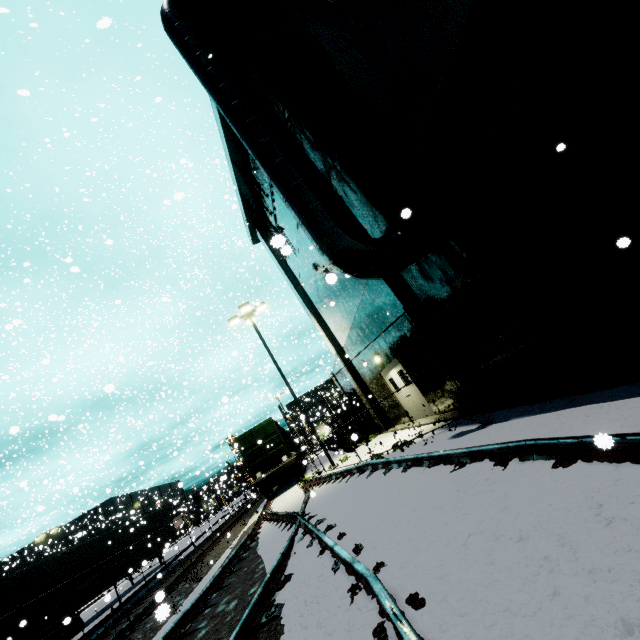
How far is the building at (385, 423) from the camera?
8.5m

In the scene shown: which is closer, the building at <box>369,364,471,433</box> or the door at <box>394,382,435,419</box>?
the building at <box>369,364,471,433</box>

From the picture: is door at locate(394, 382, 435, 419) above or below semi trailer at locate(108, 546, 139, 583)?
below

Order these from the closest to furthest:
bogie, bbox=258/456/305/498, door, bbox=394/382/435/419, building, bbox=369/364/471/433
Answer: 1. building, bbox=369/364/471/433
2. door, bbox=394/382/435/419
3. bogie, bbox=258/456/305/498

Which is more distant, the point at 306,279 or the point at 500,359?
the point at 306,279

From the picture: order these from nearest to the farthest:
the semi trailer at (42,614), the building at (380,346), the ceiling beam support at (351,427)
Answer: the building at (380,346) → the semi trailer at (42,614) → the ceiling beam support at (351,427)

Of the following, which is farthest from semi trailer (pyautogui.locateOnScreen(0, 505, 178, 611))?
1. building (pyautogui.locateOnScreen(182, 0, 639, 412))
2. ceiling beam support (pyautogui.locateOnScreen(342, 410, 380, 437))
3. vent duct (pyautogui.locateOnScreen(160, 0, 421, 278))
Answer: ceiling beam support (pyautogui.locateOnScreen(342, 410, 380, 437))
